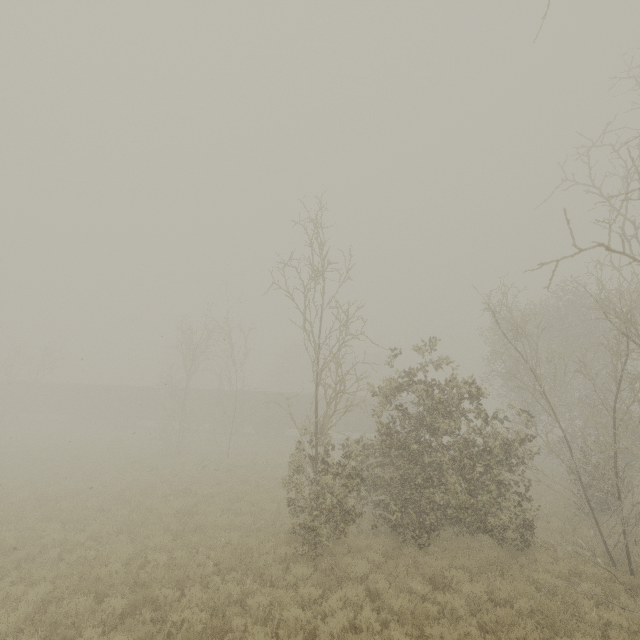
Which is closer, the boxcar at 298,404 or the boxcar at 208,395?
the boxcar at 298,404

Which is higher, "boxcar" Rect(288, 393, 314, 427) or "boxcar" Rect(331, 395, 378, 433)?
"boxcar" Rect(288, 393, 314, 427)

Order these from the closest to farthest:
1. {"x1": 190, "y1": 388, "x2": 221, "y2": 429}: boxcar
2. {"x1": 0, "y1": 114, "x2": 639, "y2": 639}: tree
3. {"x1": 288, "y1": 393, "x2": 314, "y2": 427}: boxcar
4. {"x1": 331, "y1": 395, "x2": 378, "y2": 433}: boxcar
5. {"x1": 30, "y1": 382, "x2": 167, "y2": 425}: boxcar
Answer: {"x1": 0, "y1": 114, "x2": 639, "y2": 639}: tree < {"x1": 331, "y1": 395, "x2": 378, "y2": 433}: boxcar < {"x1": 288, "y1": 393, "x2": 314, "y2": 427}: boxcar < {"x1": 190, "y1": 388, "x2": 221, "y2": 429}: boxcar < {"x1": 30, "y1": 382, "x2": 167, "y2": 425}: boxcar

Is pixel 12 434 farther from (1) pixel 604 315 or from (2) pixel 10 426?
(1) pixel 604 315

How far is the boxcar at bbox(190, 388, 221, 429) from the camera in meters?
36.8 m

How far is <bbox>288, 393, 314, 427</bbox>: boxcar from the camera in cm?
3512

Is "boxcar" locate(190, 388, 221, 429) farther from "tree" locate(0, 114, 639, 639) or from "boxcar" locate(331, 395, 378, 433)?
"tree" locate(0, 114, 639, 639)

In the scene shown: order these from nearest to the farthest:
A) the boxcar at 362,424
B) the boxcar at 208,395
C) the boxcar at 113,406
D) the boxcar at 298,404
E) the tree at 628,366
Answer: the tree at 628,366 < the boxcar at 362,424 < the boxcar at 298,404 < the boxcar at 208,395 < the boxcar at 113,406
